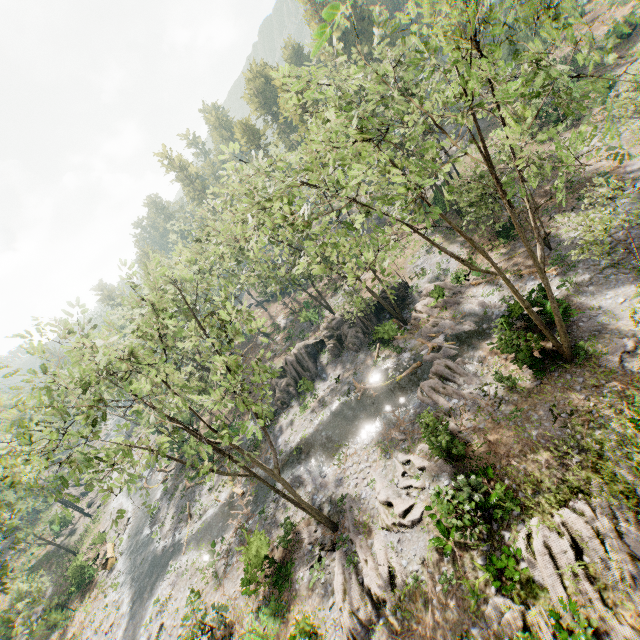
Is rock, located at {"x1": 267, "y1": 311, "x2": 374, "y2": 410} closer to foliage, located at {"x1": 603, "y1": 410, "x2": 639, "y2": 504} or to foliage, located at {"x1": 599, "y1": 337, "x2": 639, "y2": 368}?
foliage, located at {"x1": 603, "y1": 410, "x2": 639, "y2": 504}

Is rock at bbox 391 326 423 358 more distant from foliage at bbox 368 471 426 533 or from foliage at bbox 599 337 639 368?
foliage at bbox 599 337 639 368

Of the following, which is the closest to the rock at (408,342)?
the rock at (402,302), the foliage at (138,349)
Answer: the foliage at (138,349)

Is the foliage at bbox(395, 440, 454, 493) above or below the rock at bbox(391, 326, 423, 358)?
above

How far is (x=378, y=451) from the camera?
21.6 meters

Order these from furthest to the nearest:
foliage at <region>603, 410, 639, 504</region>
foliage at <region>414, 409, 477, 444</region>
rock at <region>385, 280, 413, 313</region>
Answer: rock at <region>385, 280, 413, 313</region>
foliage at <region>414, 409, 477, 444</region>
foliage at <region>603, 410, 639, 504</region>

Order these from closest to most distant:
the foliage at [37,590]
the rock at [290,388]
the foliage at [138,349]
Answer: the foliage at [138,349], the foliage at [37,590], the rock at [290,388]

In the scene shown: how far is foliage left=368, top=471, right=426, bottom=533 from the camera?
16.92m
